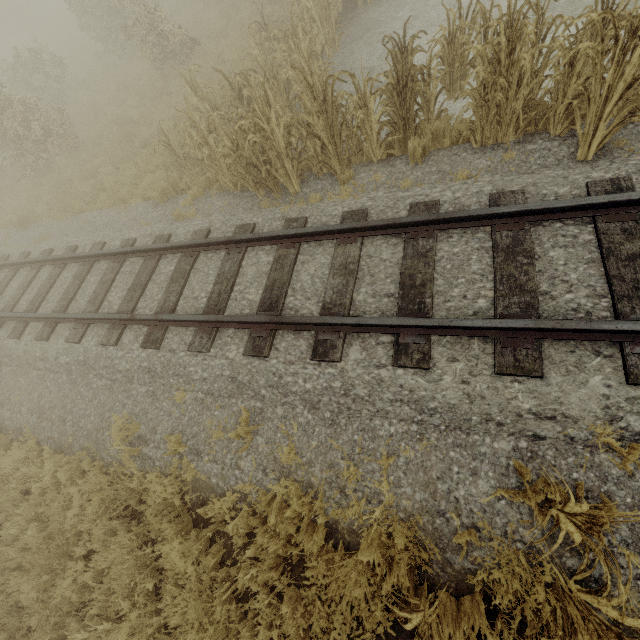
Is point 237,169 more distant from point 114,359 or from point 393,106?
point 114,359

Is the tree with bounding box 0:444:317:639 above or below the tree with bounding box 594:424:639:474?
below

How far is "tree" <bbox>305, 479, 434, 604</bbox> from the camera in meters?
2.9

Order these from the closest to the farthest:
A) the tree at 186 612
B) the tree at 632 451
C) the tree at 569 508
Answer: the tree at 569 508 → the tree at 632 451 → the tree at 186 612

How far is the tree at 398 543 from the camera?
2.9 meters

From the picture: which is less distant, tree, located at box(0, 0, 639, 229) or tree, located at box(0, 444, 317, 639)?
tree, located at box(0, 444, 317, 639)
